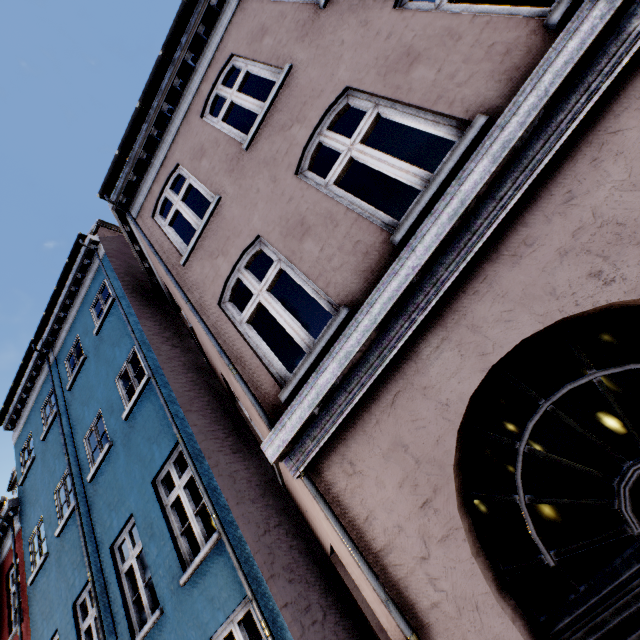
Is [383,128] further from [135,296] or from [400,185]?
[135,296]
